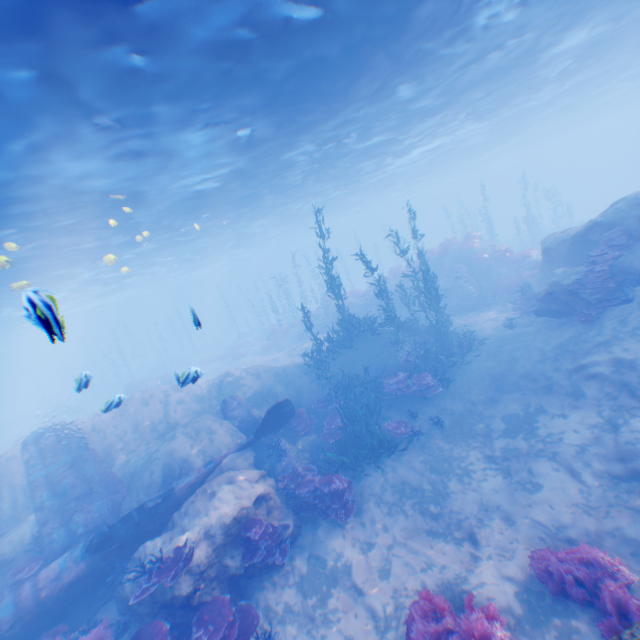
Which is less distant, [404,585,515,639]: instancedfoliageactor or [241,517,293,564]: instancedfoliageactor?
[404,585,515,639]: instancedfoliageactor

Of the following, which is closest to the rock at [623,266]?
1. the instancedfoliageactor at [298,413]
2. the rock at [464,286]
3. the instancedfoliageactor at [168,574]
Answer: the instancedfoliageactor at [168,574]

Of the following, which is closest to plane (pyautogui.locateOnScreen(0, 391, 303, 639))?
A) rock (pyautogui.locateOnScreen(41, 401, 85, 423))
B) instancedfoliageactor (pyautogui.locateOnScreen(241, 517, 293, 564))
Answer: instancedfoliageactor (pyautogui.locateOnScreen(241, 517, 293, 564))

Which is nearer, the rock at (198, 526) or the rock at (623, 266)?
the rock at (198, 526)

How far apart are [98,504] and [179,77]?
14.37m

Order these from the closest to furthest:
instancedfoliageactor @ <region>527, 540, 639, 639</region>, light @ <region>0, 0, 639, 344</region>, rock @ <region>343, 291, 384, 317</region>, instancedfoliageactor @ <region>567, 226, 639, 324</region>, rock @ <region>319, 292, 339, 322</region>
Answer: instancedfoliageactor @ <region>527, 540, 639, 639</region>, light @ <region>0, 0, 639, 344</region>, instancedfoliageactor @ <region>567, 226, 639, 324</region>, rock @ <region>343, 291, 384, 317</region>, rock @ <region>319, 292, 339, 322</region>

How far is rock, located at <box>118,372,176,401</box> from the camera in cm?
2881

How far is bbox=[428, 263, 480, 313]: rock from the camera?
21.5 meters
